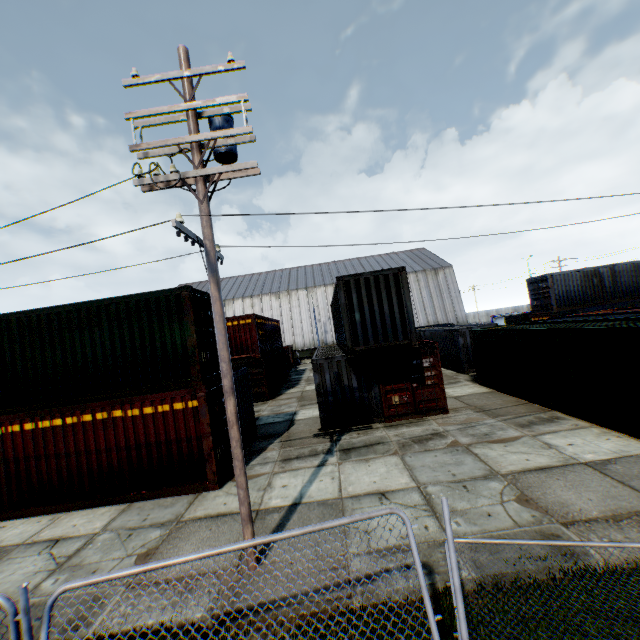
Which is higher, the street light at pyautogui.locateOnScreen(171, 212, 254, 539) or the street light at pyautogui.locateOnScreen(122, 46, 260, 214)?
the street light at pyautogui.locateOnScreen(122, 46, 260, 214)

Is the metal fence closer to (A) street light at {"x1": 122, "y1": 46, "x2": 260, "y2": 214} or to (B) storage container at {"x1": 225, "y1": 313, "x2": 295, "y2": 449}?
(A) street light at {"x1": 122, "y1": 46, "x2": 260, "y2": 214}

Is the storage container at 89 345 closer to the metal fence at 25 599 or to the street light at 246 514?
the street light at 246 514

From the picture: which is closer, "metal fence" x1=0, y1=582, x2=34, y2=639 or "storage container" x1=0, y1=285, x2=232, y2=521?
"metal fence" x1=0, y1=582, x2=34, y2=639

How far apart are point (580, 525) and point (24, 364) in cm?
1409

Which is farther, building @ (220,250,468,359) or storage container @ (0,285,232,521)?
building @ (220,250,468,359)

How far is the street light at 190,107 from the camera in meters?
6.0

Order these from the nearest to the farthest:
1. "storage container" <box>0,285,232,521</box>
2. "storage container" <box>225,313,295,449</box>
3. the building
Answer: "storage container" <box>0,285,232,521</box>, "storage container" <box>225,313,295,449</box>, the building
